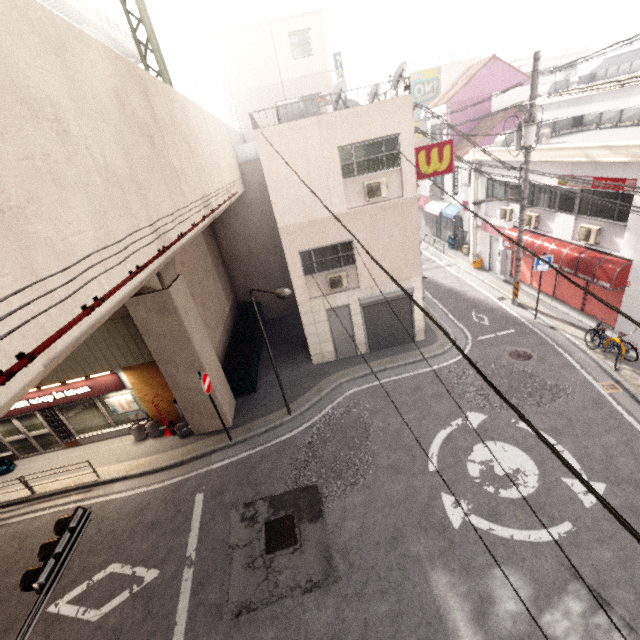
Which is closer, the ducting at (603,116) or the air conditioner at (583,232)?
the air conditioner at (583,232)

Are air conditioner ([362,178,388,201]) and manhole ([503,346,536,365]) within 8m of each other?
yes

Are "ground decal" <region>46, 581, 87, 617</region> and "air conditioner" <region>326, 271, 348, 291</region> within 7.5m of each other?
no

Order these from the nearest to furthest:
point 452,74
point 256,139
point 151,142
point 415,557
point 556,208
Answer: point 151,142, point 415,557, point 256,139, point 556,208, point 452,74

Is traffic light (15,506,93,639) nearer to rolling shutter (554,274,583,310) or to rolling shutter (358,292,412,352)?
rolling shutter (358,292,412,352)

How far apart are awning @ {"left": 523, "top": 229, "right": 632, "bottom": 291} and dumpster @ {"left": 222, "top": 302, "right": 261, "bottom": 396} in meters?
12.8

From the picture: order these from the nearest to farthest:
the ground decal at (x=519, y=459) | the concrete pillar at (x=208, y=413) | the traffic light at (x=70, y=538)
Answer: the traffic light at (x=70, y=538) → the ground decal at (x=519, y=459) → the concrete pillar at (x=208, y=413)

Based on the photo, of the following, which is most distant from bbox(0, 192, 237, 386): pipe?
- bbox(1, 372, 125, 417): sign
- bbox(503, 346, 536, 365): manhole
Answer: bbox(503, 346, 536, 365): manhole
